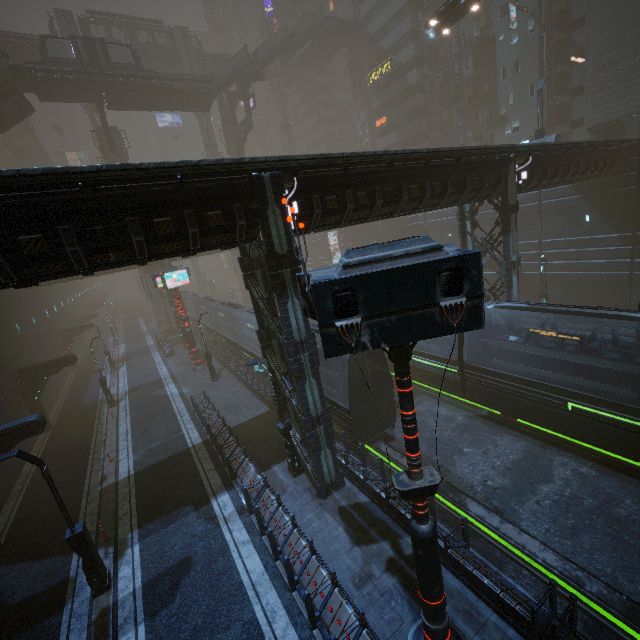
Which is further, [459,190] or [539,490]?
[459,190]

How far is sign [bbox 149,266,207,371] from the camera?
27.1m

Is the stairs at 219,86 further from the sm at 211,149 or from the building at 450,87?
the building at 450,87

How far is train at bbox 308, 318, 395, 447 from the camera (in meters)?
14.60

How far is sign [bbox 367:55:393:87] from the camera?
45.4m

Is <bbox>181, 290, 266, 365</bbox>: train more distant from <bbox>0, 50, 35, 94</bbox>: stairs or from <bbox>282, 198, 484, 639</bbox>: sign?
<bbox>0, 50, 35, 94</bbox>: stairs

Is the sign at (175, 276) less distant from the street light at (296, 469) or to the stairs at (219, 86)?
the street light at (296, 469)

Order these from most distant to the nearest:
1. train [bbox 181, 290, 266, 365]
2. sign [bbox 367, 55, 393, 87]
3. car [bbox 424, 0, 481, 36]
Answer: sign [bbox 367, 55, 393, 87]
train [bbox 181, 290, 266, 365]
car [bbox 424, 0, 481, 36]
